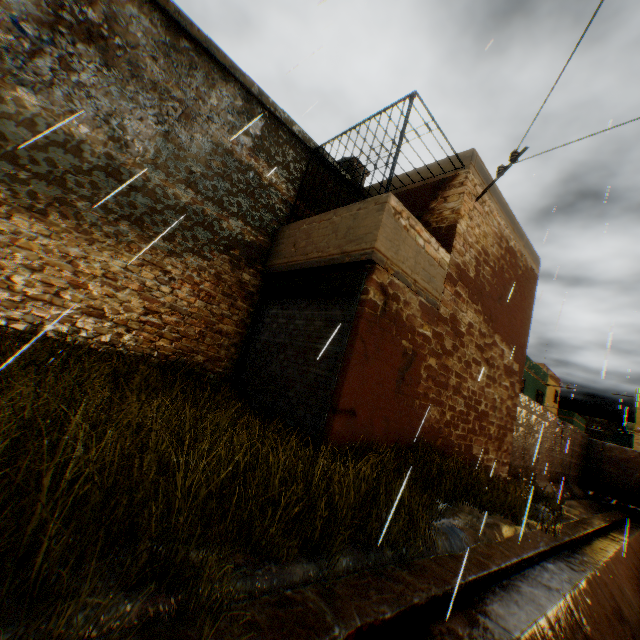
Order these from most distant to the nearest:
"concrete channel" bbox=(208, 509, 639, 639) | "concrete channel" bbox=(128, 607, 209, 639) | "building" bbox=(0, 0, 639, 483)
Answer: "building" bbox=(0, 0, 639, 483) → "concrete channel" bbox=(208, 509, 639, 639) → "concrete channel" bbox=(128, 607, 209, 639)

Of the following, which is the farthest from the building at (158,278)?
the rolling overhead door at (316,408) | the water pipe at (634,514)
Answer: the water pipe at (634,514)

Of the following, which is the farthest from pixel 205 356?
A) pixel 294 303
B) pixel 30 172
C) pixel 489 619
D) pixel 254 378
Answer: pixel 489 619

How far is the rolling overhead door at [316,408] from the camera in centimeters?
552cm

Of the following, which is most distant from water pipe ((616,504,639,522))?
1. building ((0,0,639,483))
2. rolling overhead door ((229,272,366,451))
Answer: rolling overhead door ((229,272,366,451))

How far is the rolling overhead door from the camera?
5.52m

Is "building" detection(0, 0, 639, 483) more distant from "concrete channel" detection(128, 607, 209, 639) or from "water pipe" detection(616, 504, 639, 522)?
"water pipe" detection(616, 504, 639, 522)
